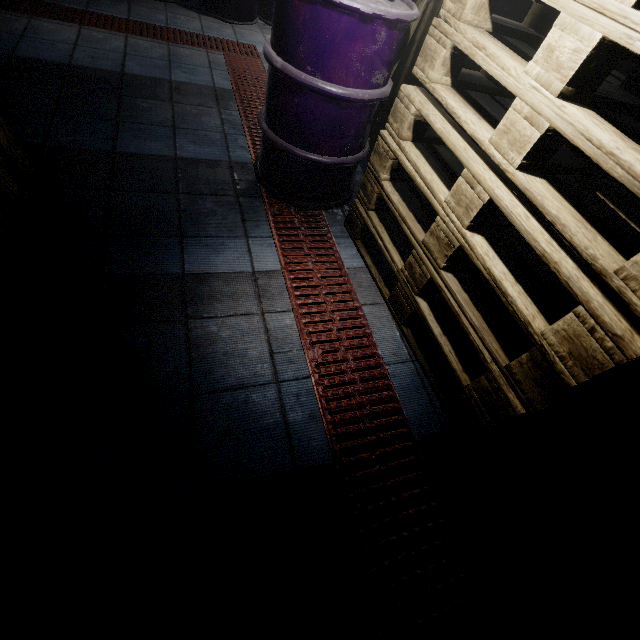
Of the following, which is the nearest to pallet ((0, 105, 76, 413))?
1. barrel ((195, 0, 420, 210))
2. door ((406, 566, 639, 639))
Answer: door ((406, 566, 639, 639))

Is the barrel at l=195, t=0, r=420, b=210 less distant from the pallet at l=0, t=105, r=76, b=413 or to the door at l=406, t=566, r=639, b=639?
the pallet at l=0, t=105, r=76, b=413

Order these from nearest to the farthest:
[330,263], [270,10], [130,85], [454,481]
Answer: [454,481], [330,263], [130,85], [270,10]

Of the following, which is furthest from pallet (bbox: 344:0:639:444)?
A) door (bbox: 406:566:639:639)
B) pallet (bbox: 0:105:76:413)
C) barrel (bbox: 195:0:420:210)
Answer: pallet (bbox: 0:105:76:413)

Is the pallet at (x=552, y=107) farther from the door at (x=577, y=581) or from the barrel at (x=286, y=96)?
the door at (x=577, y=581)

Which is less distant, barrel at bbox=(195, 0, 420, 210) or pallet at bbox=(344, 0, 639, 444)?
pallet at bbox=(344, 0, 639, 444)

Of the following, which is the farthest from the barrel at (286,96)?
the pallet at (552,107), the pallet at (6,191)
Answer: the pallet at (6,191)
